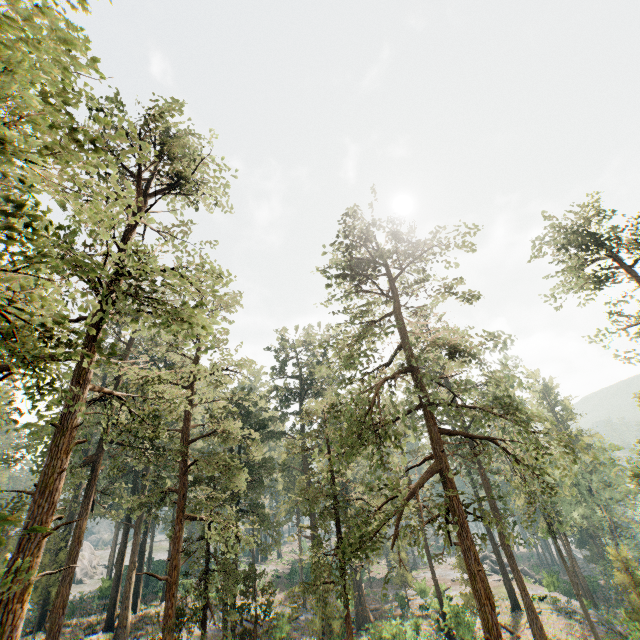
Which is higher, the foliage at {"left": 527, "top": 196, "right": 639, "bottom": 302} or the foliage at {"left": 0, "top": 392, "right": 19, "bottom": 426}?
the foliage at {"left": 527, "top": 196, "right": 639, "bottom": 302}

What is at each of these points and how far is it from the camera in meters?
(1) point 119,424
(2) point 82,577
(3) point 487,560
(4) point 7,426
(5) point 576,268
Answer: (1) foliage, 16.3 m
(2) rock, 59.0 m
(3) rock, 55.6 m
(4) foliage, 27.6 m
(5) foliage, 30.8 m

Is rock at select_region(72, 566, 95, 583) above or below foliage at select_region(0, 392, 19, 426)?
below

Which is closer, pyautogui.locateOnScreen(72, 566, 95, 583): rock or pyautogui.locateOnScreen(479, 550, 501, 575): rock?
pyautogui.locateOnScreen(479, 550, 501, 575): rock

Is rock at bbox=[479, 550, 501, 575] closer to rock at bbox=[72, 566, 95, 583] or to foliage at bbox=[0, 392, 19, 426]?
foliage at bbox=[0, 392, 19, 426]

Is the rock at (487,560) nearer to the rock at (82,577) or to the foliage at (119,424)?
the foliage at (119,424)
